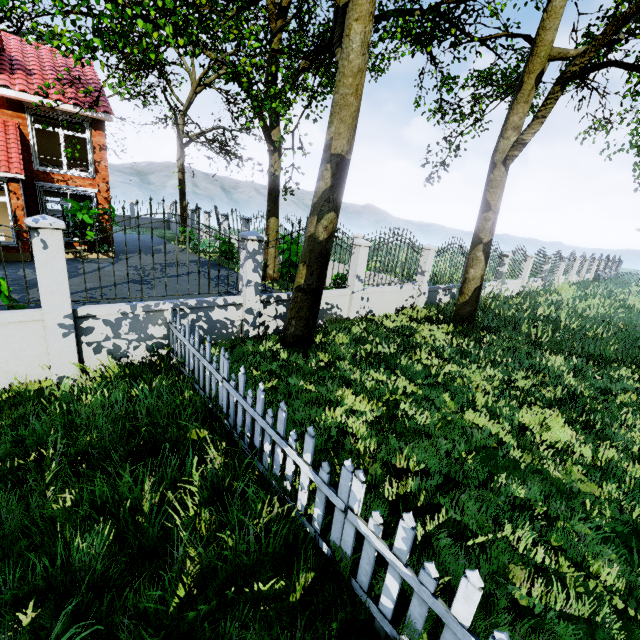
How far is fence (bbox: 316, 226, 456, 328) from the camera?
8.7 meters

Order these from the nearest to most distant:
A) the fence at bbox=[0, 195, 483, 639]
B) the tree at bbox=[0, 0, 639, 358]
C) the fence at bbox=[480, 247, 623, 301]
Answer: the fence at bbox=[0, 195, 483, 639]
the tree at bbox=[0, 0, 639, 358]
the fence at bbox=[480, 247, 623, 301]

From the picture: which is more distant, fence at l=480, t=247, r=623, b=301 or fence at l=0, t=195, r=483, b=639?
fence at l=480, t=247, r=623, b=301

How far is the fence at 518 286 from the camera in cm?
1499

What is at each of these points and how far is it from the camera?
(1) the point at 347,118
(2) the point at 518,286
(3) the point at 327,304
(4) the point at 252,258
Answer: (1) tree, 5.7 meters
(2) fence, 17.1 meters
(3) fence, 8.6 meters
(4) fence, 6.6 meters

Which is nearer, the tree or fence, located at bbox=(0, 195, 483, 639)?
fence, located at bbox=(0, 195, 483, 639)

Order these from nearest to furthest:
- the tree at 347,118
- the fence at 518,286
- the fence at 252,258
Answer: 1. the fence at 252,258
2. the tree at 347,118
3. the fence at 518,286
